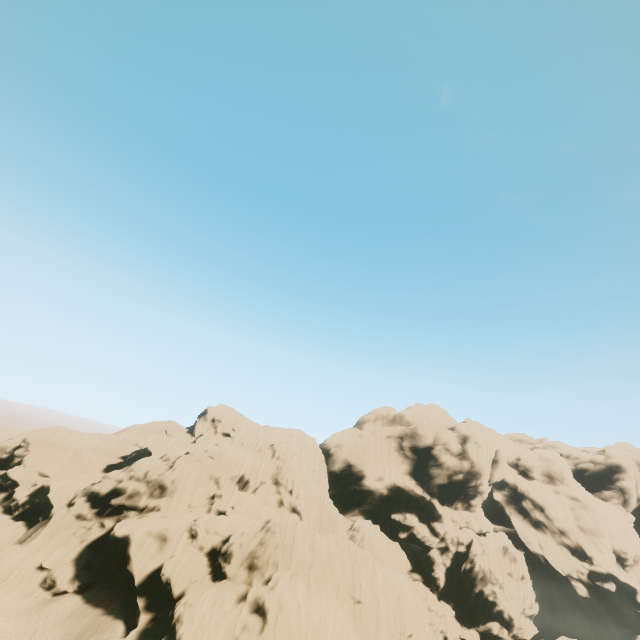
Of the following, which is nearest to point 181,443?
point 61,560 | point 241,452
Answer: point 241,452
